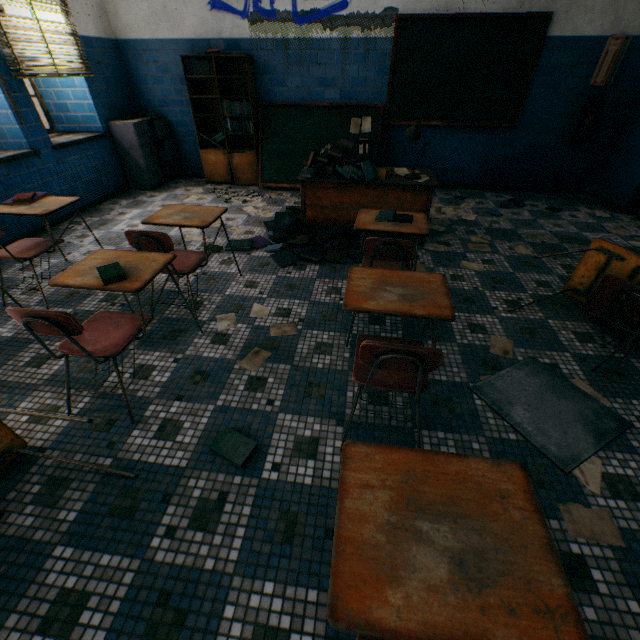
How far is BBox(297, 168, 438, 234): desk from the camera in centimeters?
342cm

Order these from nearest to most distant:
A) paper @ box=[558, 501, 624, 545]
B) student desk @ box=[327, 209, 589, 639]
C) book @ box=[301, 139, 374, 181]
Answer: student desk @ box=[327, 209, 589, 639] < paper @ box=[558, 501, 624, 545] < book @ box=[301, 139, 374, 181]

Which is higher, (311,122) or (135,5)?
(135,5)

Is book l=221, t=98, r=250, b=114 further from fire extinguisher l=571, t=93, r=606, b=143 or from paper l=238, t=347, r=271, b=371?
fire extinguisher l=571, t=93, r=606, b=143

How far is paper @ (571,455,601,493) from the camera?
1.6m

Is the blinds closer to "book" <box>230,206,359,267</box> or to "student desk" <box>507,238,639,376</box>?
"book" <box>230,206,359,267</box>

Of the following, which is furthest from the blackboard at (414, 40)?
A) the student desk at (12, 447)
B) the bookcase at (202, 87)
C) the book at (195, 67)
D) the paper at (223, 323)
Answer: the student desk at (12, 447)

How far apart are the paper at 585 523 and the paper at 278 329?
1.9 meters
